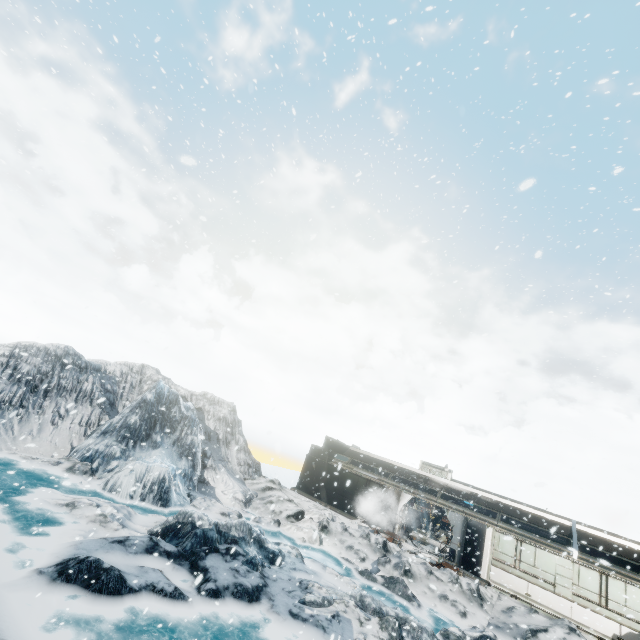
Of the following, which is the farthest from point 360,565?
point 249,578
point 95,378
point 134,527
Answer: point 95,378
